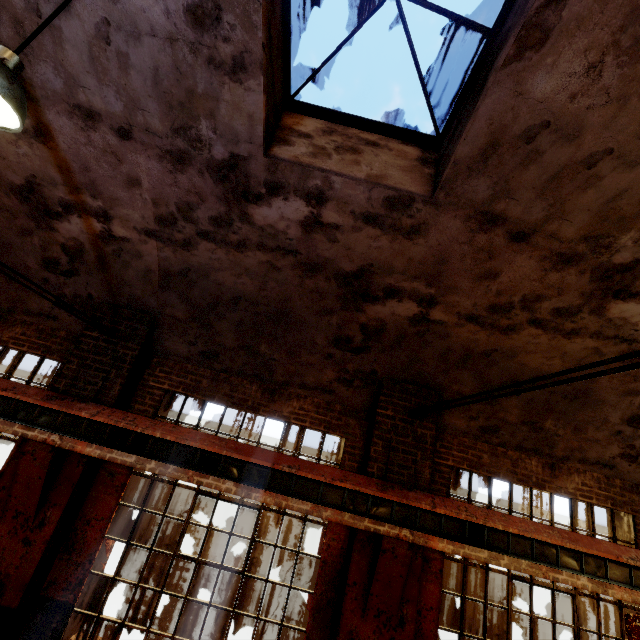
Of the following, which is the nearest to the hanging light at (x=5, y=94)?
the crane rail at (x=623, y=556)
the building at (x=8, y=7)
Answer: the building at (x=8, y=7)

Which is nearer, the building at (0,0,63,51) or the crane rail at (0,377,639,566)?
the building at (0,0,63,51)

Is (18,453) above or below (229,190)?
below

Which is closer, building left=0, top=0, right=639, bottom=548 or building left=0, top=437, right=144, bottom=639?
building left=0, top=0, right=639, bottom=548

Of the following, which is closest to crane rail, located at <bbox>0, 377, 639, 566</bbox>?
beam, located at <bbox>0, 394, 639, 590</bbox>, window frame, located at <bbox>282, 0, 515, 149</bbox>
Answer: beam, located at <bbox>0, 394, 639, 590</bbox>

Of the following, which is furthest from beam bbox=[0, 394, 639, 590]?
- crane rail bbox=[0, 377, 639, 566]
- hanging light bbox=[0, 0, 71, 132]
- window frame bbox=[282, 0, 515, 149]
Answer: window frame bbox=[282, 0, 515, 149]

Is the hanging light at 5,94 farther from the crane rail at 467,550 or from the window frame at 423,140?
the crane rail at 467,550
